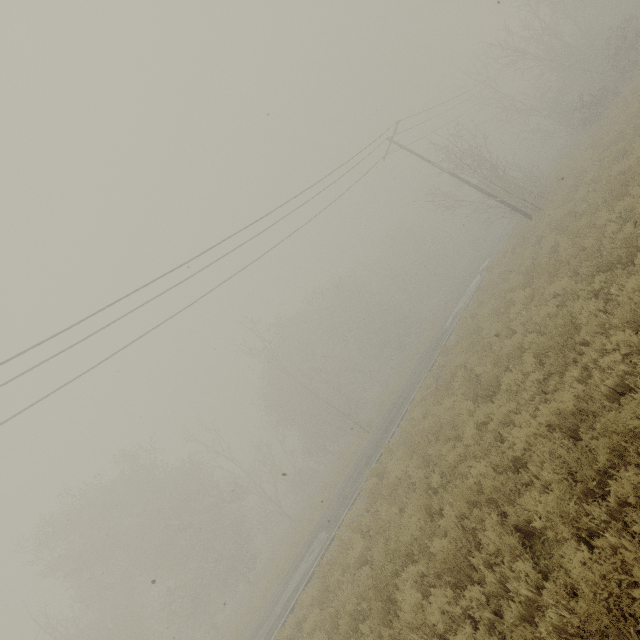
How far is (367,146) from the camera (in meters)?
19.73
